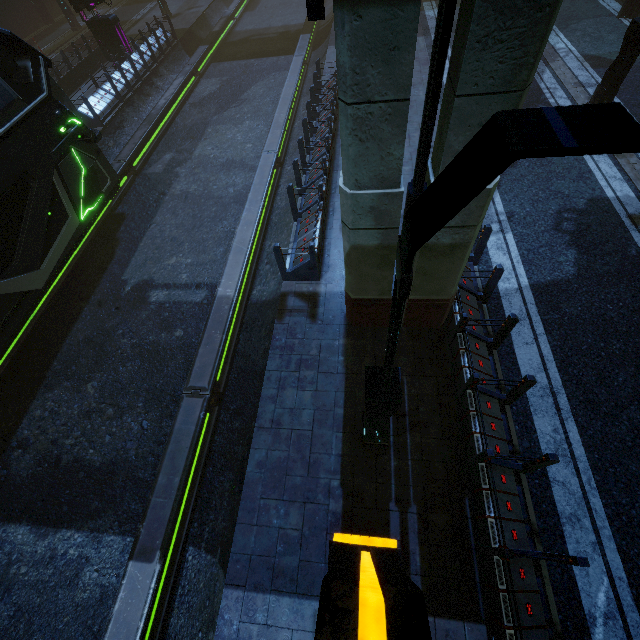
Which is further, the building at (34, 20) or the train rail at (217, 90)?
the building at (34, 20)

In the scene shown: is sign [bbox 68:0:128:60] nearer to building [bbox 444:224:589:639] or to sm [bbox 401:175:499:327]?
building [bbox 444:224:589:639]

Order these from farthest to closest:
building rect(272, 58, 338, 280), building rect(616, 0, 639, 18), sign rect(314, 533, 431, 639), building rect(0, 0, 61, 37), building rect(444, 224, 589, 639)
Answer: building rect(0, 0, 61, 37) → building rect(616, 0, 639, 18) → building rect(272, 58, 338, 280) → building rect(444, 224, 589, 639) → sign rect(314, 533, 431, 639)

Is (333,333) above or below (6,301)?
below

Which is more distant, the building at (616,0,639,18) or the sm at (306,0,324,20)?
the building at (616,0,639,18)

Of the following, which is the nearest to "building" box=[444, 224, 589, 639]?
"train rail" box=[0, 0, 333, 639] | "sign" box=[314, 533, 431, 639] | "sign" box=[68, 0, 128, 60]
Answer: "train rail" box=[0, 0, 333, 639]

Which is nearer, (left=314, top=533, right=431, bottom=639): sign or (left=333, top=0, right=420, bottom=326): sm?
(left=314, top=533, right=431, bottom=639): sign

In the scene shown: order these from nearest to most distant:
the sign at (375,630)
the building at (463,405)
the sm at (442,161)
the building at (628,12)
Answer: the sign at (375,630), the sm at (442,161), the building at (463,405), the building at (628,12)
